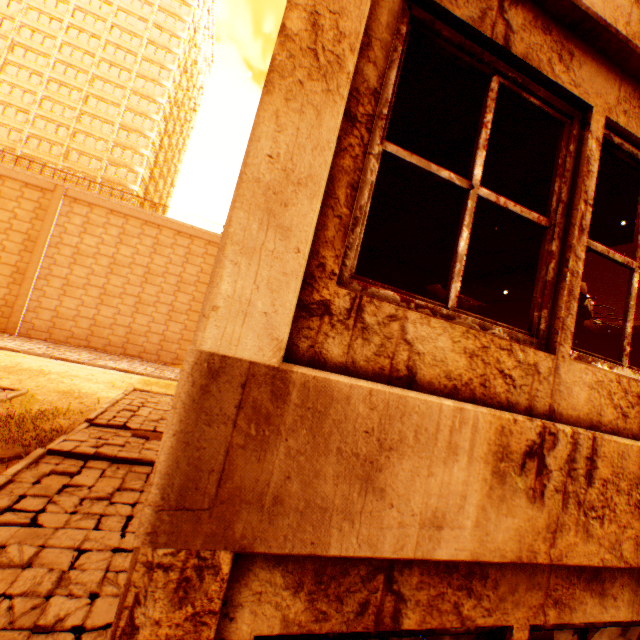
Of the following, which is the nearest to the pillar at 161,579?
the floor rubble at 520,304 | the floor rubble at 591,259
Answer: the floor rubble at 591,259

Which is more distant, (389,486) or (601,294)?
(601,294)

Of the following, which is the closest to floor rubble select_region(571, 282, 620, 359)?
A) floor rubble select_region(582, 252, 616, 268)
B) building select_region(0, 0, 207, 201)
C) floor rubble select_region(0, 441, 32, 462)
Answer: floor rubble select_region(582, 252, 616, 268)

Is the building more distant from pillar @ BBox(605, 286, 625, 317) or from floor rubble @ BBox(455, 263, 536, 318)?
pillar @ BBox(605, 286, 625, 317)

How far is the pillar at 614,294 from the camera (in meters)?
12.91

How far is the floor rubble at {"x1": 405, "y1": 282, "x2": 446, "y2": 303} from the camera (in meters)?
8.42

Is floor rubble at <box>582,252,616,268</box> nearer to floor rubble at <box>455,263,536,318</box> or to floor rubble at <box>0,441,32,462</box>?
floor rubble at <box>455,263,536,318</box>
